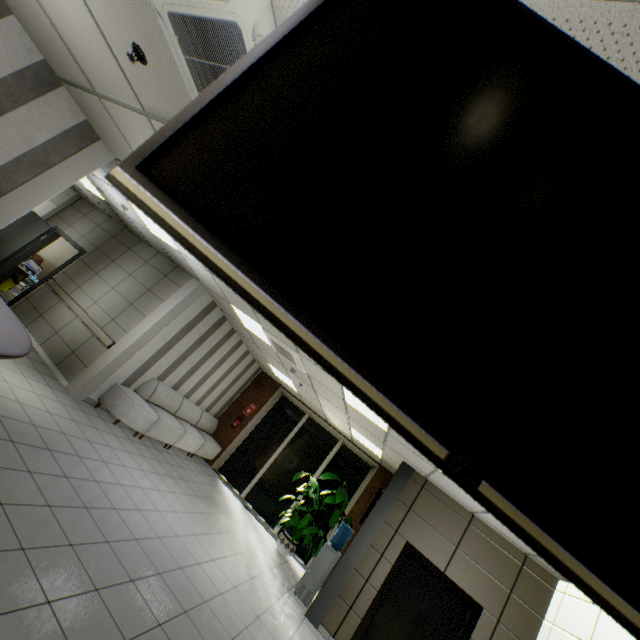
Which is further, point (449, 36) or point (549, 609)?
point (549, 609)

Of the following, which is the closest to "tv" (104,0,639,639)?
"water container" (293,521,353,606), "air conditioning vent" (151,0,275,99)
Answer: "air conditioning vent" (151,0,275,99)

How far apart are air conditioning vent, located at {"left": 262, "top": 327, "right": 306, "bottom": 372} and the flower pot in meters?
4.3 m

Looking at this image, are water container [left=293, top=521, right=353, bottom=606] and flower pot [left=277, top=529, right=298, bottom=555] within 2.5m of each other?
yes

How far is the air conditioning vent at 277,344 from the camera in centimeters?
613cm

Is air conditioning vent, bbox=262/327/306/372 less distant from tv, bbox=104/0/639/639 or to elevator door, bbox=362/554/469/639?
elevator door, bbox=362/554/469/639

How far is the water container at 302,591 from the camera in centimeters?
623cm

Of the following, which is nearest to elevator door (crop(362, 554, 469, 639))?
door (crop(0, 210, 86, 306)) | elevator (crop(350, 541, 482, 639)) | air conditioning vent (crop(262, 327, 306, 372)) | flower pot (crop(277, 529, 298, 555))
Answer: elevator (crop(350, 541, 482, 639))
